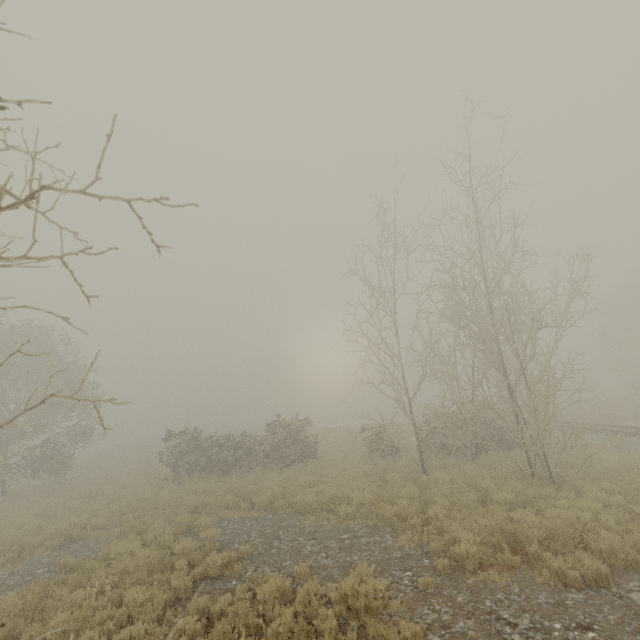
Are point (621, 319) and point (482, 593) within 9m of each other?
no
